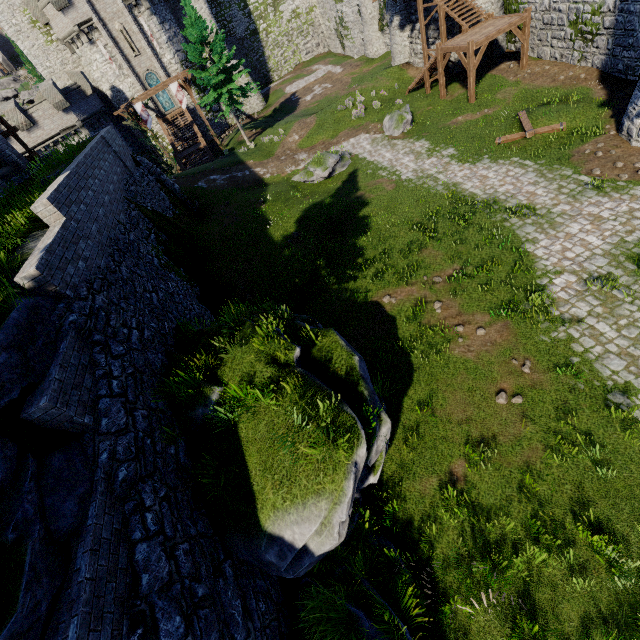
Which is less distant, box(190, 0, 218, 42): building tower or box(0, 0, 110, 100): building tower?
box(0, 0, 110, 100): building tower

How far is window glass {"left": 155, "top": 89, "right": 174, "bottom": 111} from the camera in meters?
36.8 m

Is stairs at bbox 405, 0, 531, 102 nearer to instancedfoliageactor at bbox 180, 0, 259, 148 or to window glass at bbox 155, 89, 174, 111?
instancedfoliageactor at bbox 180, 0, 259, 148

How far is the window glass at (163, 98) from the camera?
36.77m

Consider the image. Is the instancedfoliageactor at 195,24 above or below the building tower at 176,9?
below

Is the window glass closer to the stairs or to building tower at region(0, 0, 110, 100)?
building tower at region(0, 0, 110, 100)

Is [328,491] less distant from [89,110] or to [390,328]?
[390,328]

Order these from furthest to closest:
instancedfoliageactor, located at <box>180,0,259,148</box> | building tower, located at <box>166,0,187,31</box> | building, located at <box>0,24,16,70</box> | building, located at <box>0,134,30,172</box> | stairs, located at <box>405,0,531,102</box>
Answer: building, located at <box>0,24,16,70</box>
building tower, located at <box>166,0,187,31</box>
instancedfoliageactor, located at <box>180,0,259,148</box>
stairs, located at <box>405,0,531,102</box>
building, located at <box>0,134,30,172</box>
